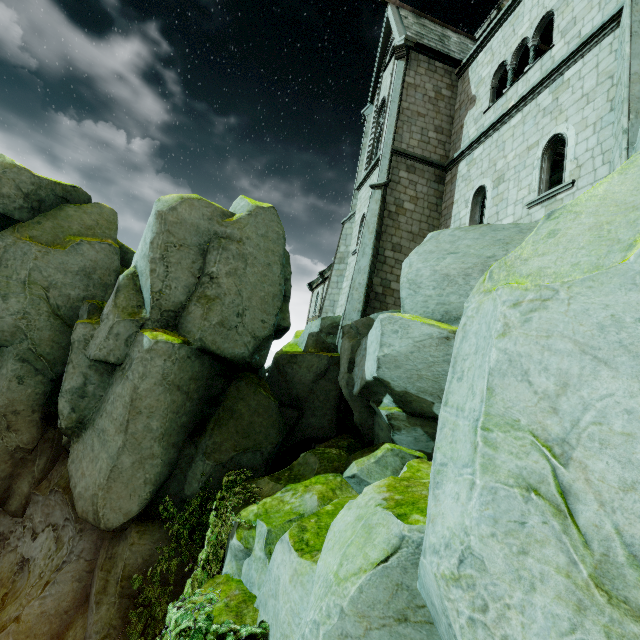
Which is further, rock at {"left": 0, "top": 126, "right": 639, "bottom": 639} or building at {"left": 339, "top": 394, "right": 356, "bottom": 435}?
building at {"left": 339, "top": 394, "right": 356, "bottom": 435}

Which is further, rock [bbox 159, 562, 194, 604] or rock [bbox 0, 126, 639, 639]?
rock [bbox 159, 562, 194, 604]

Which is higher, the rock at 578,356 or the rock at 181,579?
the rock at 578,356

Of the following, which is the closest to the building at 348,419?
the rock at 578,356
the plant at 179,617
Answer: the rock at 578,356

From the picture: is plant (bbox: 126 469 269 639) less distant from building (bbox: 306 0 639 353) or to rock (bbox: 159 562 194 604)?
rock (bbox: 159 562 194 604)

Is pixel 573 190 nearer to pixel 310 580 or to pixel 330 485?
pixel 330 485
